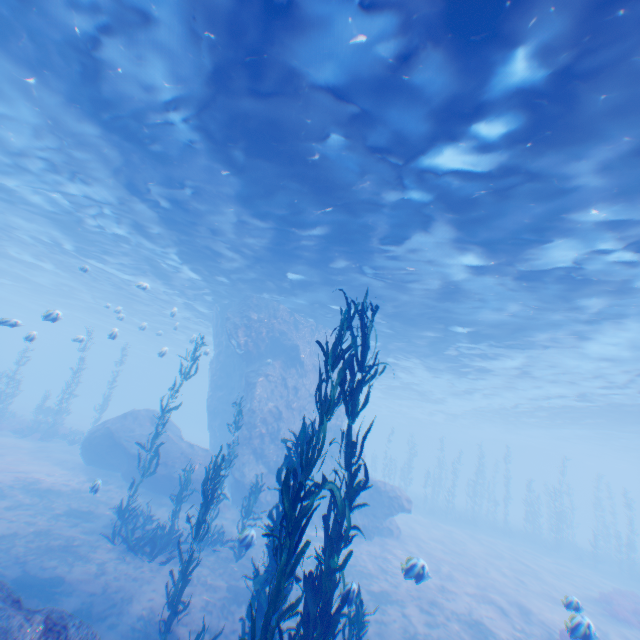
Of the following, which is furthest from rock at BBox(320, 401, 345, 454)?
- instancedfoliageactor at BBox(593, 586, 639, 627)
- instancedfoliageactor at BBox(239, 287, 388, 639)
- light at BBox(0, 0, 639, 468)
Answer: instancedfoliageactor at BBox(593, 586, 639, 627)

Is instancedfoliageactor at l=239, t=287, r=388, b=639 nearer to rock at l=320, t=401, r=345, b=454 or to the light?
rock at l=320, t=401, r=345, b=454

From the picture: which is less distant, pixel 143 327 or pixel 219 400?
pixel 143 327

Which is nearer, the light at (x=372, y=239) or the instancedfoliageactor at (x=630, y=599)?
the light at (x=372, y=239)

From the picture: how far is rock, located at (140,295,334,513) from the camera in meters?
17.5 m

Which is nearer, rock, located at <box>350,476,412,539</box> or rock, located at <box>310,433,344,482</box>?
rock, located at <box>350,476,412,539</box>

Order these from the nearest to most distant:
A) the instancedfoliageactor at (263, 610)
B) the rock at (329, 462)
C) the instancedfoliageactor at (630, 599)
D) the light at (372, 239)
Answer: the instancedfoliageactor at (263, 610)
the light at (372, 239)
the instancedfoliageactor at (630, 599)
the rock at (329, 462)
